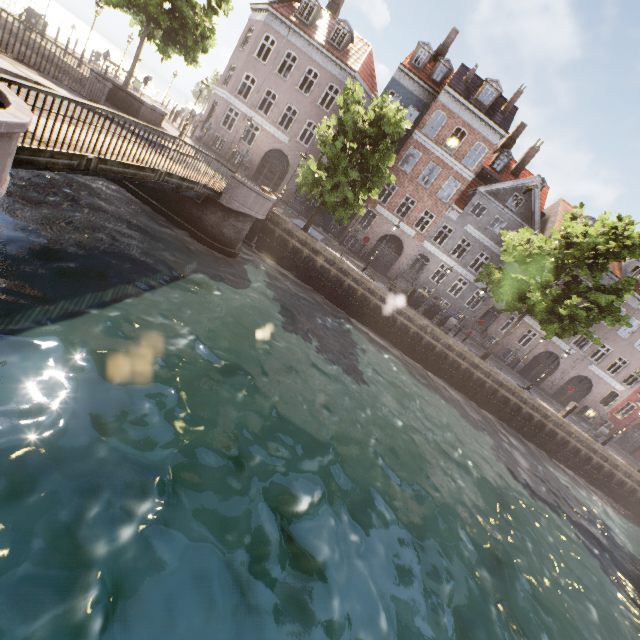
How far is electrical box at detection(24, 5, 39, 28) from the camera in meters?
17.4

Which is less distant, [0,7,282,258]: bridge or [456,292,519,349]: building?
[0,7,282,258]: bridge

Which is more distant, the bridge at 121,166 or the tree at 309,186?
the tree at 309,186

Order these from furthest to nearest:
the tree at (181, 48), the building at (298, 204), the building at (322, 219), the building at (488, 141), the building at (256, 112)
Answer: the building at (322, 219), the building at (298, 204), the building at (488, 141), the building at (256, 112), the tree at (181, 48)

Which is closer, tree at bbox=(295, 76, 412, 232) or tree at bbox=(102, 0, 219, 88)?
tree at bbox=(102, 0, 219, 88)

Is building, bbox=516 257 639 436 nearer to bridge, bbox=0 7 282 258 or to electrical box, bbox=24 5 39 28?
bridge, bbox=0 7 282 258

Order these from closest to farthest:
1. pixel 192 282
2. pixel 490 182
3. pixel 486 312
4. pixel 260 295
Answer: pixel 192 282 < pixel 260 295 < pixel 490 182 < pixel 486 312

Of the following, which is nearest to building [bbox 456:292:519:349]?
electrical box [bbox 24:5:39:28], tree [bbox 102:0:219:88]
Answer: tree [bbox 102:0:219:88]
